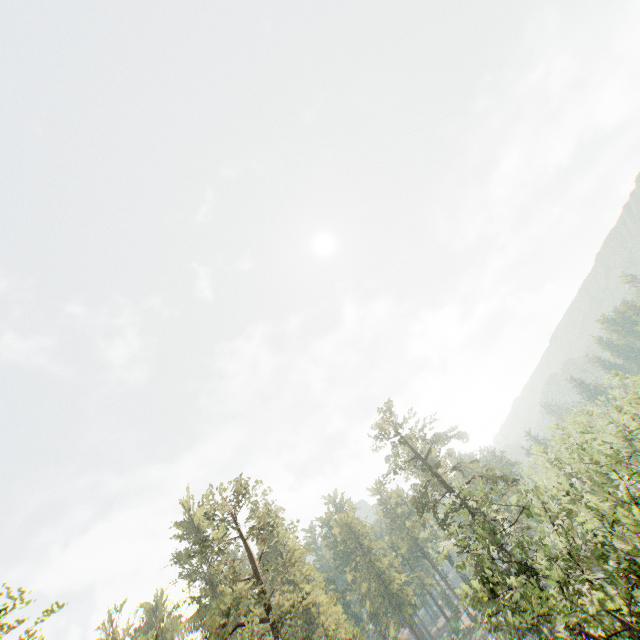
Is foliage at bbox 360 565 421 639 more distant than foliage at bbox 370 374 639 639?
Yes

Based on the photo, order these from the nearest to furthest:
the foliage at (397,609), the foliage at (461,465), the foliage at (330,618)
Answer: the foliage at (461,465), the foliage at (330,618), the foliage at (397,609)

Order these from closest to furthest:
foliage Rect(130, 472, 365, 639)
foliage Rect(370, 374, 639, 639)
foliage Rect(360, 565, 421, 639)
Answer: foliage Rect(370, 374, 639, 639)
foliage Rect(130, 472, 365, 639)
foliage Rect(360, 565, 421, 639)

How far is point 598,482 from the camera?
16.19m

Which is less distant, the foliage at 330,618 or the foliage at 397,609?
the foliage at 330,618
